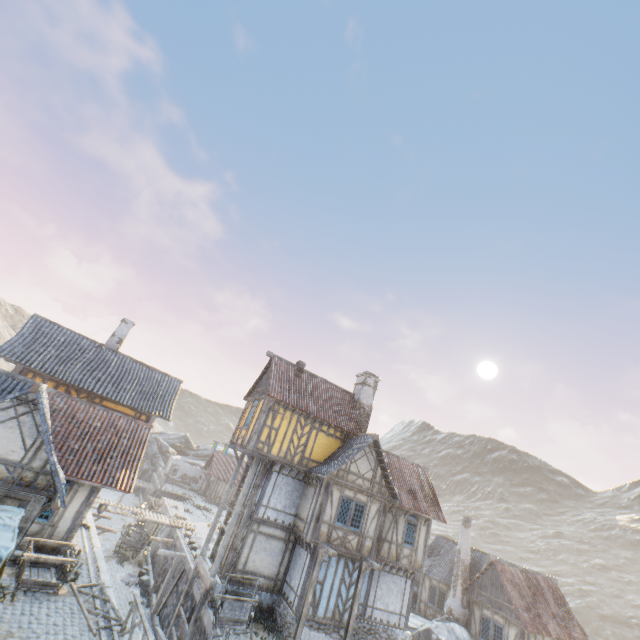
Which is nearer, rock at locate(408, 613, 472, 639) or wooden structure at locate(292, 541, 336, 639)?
wooden structure at locate(292, 541, 336, 639)

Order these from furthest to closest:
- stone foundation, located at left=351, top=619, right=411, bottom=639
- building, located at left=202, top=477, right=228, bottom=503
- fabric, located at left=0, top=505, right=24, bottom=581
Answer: building, located at left=202, top=477, right=228, bottom=503 → stone foundation, located at left=351, top=619, right=411, bottom=639 → fabric, located at left=0, top=505, right=24, bottom=581

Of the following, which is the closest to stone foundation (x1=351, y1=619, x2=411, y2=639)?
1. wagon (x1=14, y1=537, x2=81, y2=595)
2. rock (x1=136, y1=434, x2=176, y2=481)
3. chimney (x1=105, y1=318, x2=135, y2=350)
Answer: wagon (x1=14, y1=537, x2=81, y2=595)

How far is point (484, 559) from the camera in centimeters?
2588cm

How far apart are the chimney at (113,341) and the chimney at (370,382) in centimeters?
1687cm

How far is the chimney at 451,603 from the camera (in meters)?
22.91

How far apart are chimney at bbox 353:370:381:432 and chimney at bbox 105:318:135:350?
16.9m

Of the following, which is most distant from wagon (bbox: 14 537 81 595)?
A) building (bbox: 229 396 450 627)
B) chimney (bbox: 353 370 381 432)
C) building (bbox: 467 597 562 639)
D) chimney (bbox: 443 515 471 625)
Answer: building (bbox: 467 597 562 639)
